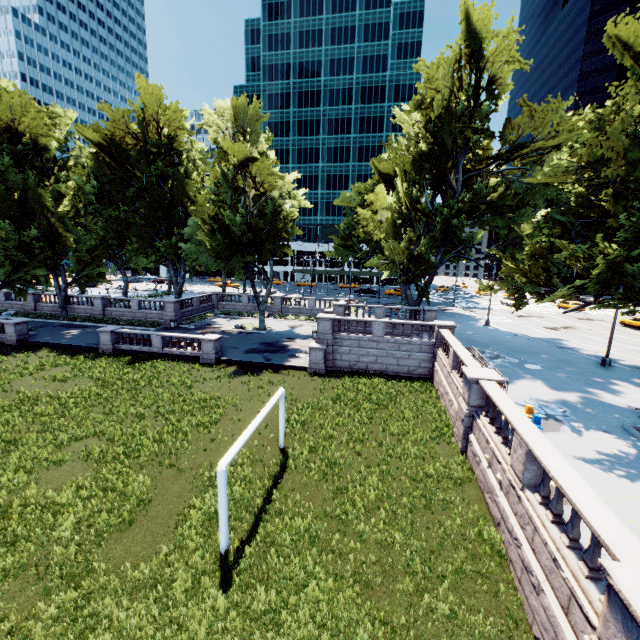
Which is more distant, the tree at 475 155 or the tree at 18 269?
the tree at 18 269

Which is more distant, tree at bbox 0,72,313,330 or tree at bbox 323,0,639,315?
tree at bbox 0,72,313,330

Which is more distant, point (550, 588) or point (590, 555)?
point (550, 588)
